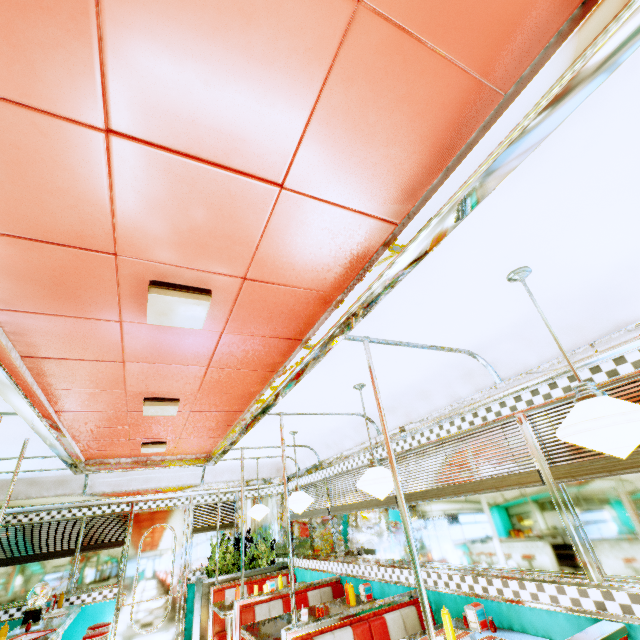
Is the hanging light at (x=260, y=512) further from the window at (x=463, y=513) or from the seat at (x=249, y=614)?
the seat at (x=249, y=614)

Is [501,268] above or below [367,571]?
above

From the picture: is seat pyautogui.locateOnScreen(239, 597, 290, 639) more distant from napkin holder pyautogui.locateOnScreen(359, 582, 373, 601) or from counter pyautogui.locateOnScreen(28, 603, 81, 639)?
counter pyautogui.locateOnScreen(28, 603, 81, 639)

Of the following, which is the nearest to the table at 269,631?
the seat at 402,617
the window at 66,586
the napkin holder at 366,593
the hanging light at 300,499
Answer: the napkin holder at 366,593

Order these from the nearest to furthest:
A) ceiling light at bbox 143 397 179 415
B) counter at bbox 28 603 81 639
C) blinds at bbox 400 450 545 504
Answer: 1. blinds at bbox 400 450 545 504
2. ceiling light at bbox 143 397 179 415
3. counter at bbox 28 603 81 639

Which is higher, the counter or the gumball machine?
the gumball machine

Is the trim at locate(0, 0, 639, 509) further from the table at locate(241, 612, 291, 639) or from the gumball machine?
the table at locate(241, 612, 291, 639)

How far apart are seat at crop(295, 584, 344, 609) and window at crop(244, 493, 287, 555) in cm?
219
